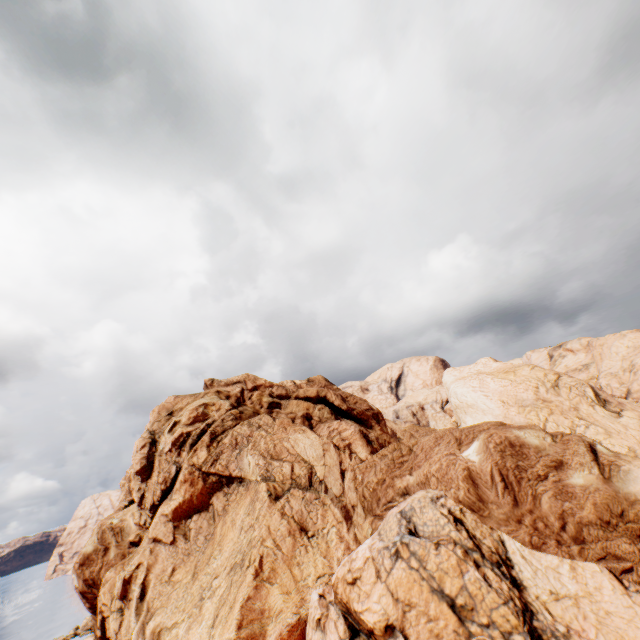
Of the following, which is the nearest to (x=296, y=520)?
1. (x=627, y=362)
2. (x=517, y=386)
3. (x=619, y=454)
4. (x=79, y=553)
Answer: (x=619, y=454)
